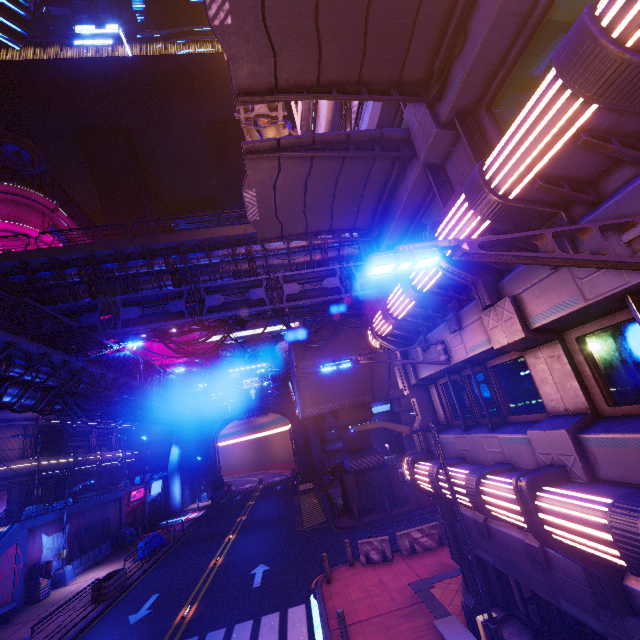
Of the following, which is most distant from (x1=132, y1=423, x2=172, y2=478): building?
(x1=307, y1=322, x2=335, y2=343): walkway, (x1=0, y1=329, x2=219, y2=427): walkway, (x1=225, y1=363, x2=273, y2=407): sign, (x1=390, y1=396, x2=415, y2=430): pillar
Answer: (x1=390, y1=396, x2=415, y2=430): pillar

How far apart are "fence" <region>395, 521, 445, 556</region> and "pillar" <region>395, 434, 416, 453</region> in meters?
35.7 m

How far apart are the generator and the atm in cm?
801

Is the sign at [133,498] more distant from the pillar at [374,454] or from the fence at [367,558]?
the fence at [367,558]

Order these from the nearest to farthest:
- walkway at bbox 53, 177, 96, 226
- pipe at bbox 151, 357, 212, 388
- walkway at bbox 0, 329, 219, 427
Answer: walkway at bbox 0, 329, 219, 427
pipe at bbox 151, 357, 212, 388
walkway at bbox 53, 177, 96, 226

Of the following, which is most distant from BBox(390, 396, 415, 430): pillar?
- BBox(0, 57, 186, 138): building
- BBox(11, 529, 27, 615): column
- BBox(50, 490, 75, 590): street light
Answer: BBox(11, 529, 27, 615): column

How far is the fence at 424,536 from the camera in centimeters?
1481cm

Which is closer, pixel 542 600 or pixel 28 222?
pixel 542 600
